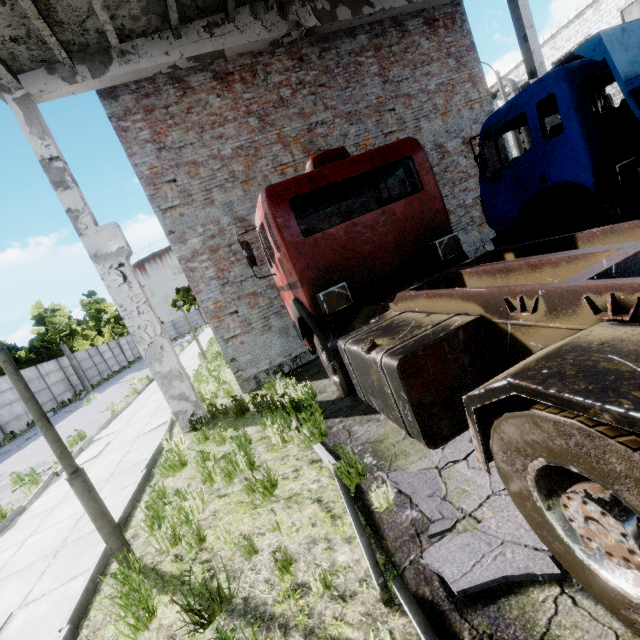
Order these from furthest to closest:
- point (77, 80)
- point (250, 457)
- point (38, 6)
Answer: point (77, 80) → point (38, 6) → point (250, 457)

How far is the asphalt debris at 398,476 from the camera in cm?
258

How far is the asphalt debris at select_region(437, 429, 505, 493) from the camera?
2.78m

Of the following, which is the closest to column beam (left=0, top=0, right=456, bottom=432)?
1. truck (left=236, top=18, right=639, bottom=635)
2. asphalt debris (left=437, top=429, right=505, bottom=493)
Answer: truck (left=236, top=18, right=639, bottom=635)

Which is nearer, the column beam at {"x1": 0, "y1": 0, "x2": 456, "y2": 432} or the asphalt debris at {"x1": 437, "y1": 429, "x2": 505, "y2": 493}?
the asphalt debris at {"x1": 437, "y1": 429, "x2": 505, "y2": 493}
